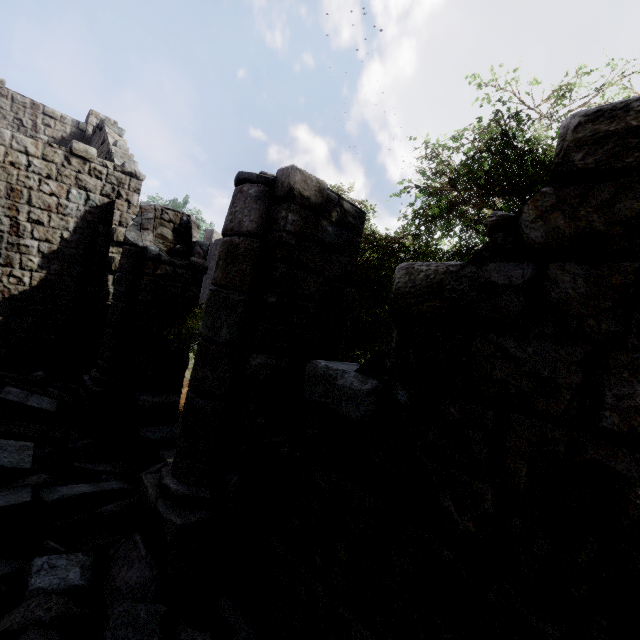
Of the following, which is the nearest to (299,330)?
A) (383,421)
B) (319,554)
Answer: (383,421)

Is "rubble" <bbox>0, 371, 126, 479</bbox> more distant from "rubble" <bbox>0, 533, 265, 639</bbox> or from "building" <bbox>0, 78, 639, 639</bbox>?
"rubble" <bbox>0, 533, 265, 639</bbox>

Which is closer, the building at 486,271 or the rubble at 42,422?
the building at 486,271

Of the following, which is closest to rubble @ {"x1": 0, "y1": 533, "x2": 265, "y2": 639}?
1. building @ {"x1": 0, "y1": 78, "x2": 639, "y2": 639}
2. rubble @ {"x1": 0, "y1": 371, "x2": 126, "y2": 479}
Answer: building @ {"x1": 0, "y1": 78, "x2": 639, "y2": 639}

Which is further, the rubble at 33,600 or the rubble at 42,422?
the rubble at 42,422

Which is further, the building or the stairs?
the stairs

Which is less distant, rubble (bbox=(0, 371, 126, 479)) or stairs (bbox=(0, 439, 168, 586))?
stairs (bbox=(0, 439, 168, 586))
